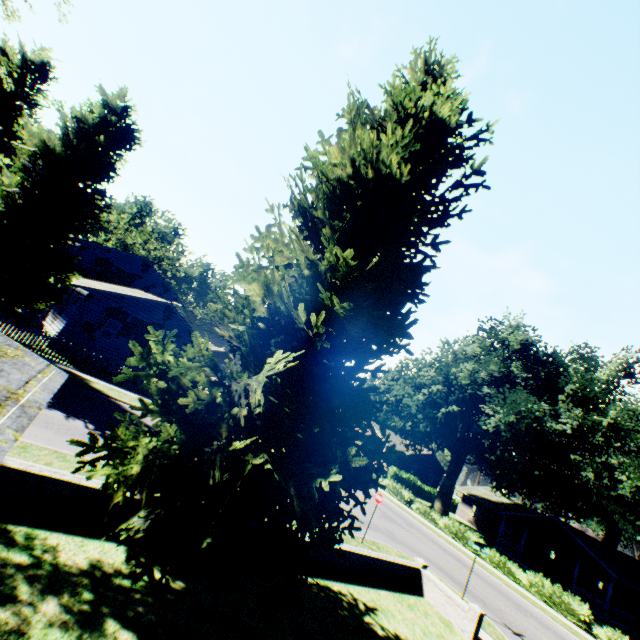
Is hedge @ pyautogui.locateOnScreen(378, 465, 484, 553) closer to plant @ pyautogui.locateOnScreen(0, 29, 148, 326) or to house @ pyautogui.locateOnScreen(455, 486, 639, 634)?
plant @ pyautogui.locateOnScreen(0, 29, 148, 326)

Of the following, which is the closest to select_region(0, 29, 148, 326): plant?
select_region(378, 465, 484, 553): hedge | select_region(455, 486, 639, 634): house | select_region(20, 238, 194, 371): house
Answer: select_region(20, 238, 194, 371): house

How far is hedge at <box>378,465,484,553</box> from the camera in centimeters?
2686cm

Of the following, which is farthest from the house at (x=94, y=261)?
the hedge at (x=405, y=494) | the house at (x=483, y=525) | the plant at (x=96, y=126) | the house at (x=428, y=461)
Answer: the house at (x=483, y=525)

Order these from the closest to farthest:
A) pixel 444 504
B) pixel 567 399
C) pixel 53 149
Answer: pixel 53 149 → pixel 567 399 → pixel 444 504

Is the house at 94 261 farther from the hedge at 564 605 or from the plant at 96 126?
the hedge at 564 605

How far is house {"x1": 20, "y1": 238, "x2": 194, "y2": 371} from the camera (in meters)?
22.53
